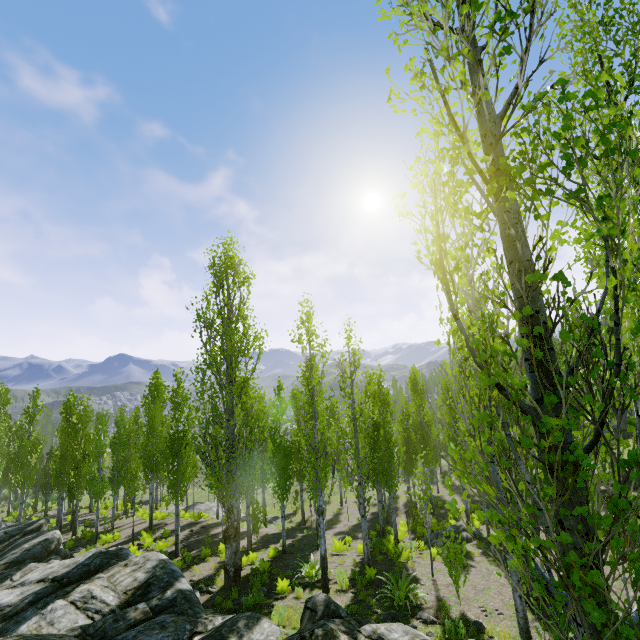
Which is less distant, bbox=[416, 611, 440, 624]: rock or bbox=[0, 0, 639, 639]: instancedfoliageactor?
bbox=[0, 0, 639, 639]: instancedfoliageactor

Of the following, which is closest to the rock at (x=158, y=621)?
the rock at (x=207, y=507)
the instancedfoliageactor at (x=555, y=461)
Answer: the instancedfoliageactor at (x=555, y=461)

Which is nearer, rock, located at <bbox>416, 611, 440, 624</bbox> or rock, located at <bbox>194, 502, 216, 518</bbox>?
rock, located at <bbox>416, 611, 440, 624</bbox>

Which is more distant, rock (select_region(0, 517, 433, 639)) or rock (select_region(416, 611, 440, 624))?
rock (select_region(416, 611, 440, 624))

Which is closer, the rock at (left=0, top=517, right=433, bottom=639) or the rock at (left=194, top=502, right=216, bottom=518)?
A: the rock at (left=0, top=517, right=433, bottom=639)

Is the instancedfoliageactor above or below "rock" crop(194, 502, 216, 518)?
above

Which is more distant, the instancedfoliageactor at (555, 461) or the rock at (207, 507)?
the rock at (207, 507)

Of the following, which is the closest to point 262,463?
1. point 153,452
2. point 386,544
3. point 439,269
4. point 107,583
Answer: point 153,452
